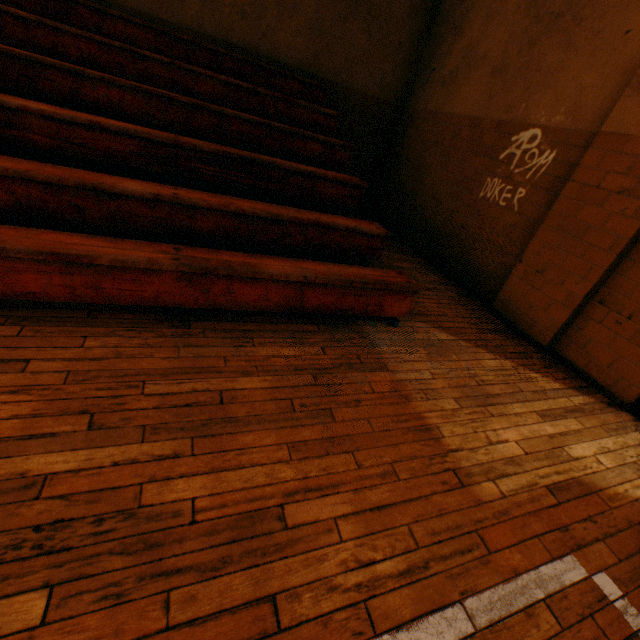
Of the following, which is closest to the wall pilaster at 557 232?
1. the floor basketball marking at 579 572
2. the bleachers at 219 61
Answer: the bleachers at 219 61

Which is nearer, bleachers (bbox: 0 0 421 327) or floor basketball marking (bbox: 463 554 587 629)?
floor basketball marking (bbox: 463 554 587 629)

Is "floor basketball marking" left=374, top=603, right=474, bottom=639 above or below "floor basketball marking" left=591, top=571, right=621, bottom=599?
below

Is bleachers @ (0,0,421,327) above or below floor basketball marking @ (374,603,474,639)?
above

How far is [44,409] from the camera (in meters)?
1.50

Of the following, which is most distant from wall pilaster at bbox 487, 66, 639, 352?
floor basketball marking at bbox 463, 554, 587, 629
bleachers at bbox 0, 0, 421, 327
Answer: floor basketball marking at bbox 463, 554, 587, 629

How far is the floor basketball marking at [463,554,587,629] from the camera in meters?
1.3 m

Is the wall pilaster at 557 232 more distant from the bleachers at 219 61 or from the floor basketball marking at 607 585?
the floor basketball marking at 607 585
